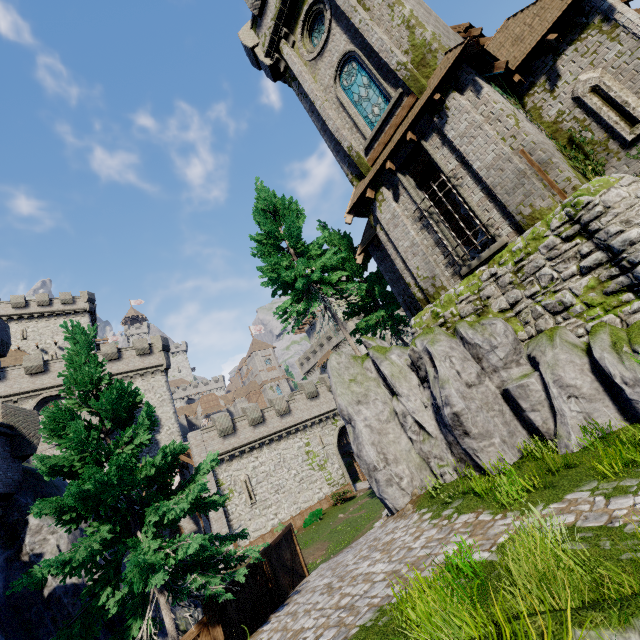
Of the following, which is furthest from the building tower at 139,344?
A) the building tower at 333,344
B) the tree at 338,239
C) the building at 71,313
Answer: the building tower at 333,344

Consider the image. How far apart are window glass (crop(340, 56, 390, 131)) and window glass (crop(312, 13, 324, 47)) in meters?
2.4 m

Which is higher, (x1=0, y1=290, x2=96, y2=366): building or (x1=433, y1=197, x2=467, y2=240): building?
(x1=0, y1=290, x2=96, y2=366): building

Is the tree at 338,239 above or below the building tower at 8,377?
below

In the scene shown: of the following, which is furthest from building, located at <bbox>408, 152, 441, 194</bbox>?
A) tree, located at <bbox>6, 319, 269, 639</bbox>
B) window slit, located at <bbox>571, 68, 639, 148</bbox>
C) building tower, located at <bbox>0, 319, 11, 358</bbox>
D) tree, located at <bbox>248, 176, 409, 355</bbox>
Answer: building tower, located at <bbox>0, 319, 11, 358</bbox>

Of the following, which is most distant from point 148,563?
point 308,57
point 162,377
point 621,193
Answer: point 162,377

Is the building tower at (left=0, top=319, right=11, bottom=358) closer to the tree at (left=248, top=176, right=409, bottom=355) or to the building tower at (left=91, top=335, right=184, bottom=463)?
the building tower at (left=91, top=335, right=184, bottom=463)

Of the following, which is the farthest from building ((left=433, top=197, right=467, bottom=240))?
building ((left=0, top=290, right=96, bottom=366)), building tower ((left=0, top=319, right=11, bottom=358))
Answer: building ((left=0, top=290, right=96, bottom=366))
